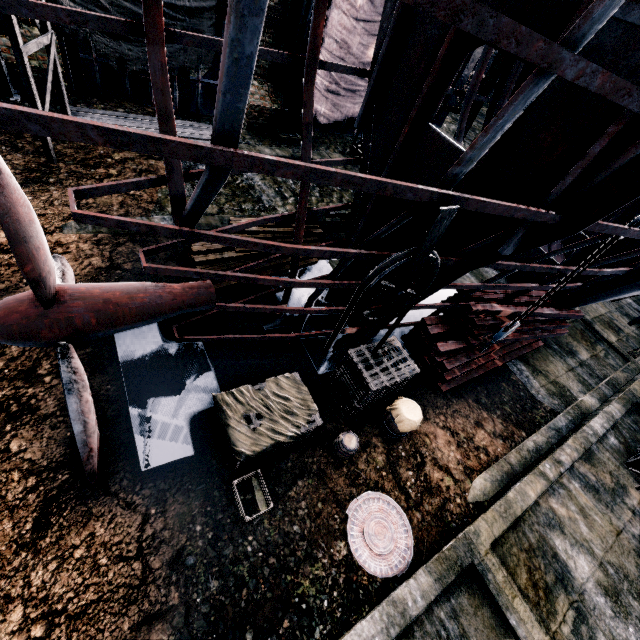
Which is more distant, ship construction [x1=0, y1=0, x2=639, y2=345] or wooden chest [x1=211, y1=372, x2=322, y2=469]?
wooden chest [x1=211, y1=372, x2=322, y2=469]

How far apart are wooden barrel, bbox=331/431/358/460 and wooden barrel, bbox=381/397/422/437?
1.2 meters

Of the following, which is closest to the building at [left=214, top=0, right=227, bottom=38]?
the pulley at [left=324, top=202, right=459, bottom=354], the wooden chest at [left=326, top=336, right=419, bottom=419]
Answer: the wooden chest at [left=326, top=336, right=419, bottom=419]

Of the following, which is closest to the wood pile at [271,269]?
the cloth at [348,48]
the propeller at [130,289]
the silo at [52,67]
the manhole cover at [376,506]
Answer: the propeller at [130,289]

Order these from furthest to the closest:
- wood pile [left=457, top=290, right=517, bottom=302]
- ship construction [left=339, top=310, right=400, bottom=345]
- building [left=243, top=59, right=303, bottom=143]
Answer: building [left=243, top=59, right=303, bottom=143] → wood pile [left=457, top=290, right=517, bottom=302] → ship construction [left=339, top=310, right=400, bottom=345]

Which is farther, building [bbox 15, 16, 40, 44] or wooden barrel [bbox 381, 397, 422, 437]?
building [bbox 15, 16, 40, 44]

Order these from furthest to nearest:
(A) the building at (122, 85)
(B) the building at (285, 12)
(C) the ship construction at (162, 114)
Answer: (B) the building at (285, 12), (A) the building at (122, 85), (C) the ship construction at (162, 114)

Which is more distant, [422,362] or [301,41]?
[301,41]
